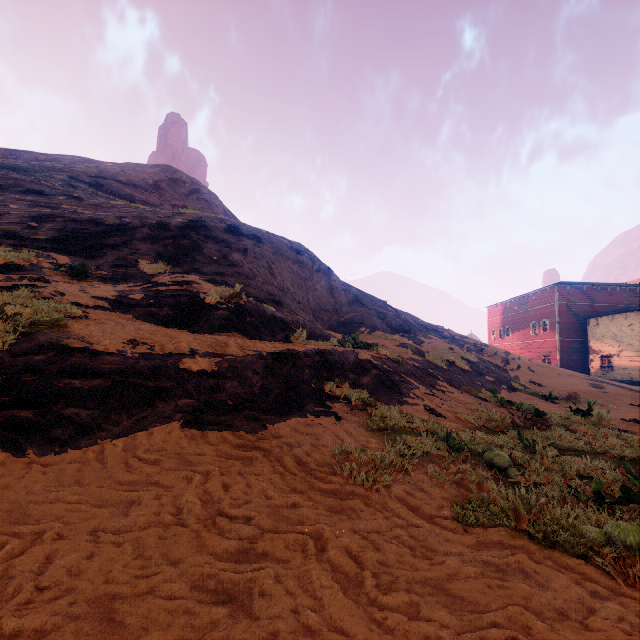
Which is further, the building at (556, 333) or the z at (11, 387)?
the building at (556, 333)

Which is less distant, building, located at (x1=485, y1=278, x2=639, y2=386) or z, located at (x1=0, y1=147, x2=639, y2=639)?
z, located at (x1=0, y1=147, x2=639, y2=639)

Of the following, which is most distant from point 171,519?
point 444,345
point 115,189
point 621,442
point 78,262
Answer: point 115,189
